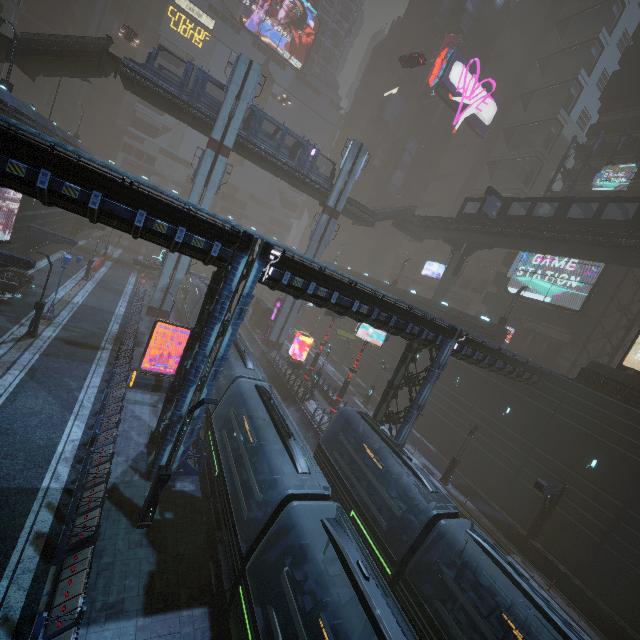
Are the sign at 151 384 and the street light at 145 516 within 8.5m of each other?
no

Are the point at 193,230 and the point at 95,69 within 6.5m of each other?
no

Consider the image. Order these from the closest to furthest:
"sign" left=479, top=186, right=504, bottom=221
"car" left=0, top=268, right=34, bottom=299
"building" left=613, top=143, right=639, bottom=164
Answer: "car" left=0, top=268, right=34, bottom=299 < "sign" left=479, top=186, right=504, bottom=221 < "building" left=613, top=143, right=639, bottom=164

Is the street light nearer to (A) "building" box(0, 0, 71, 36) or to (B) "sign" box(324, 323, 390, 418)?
(A) "building" box(0, 0, 71, 36)

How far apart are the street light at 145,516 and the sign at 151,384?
9.60m

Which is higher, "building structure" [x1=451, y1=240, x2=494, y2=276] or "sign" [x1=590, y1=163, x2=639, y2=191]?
"sign" [x1=590, y1=163, x2=639, y2=191]

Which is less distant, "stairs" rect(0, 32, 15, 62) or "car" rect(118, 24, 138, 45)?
"stairs" rect(0, 32, 15, 62)

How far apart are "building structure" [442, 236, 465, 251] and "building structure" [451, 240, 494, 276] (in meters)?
0.68
